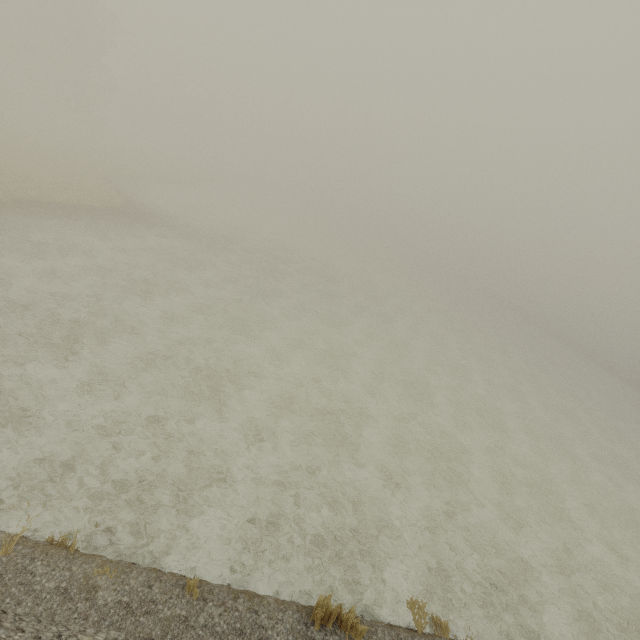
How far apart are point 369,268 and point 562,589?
39.24m
